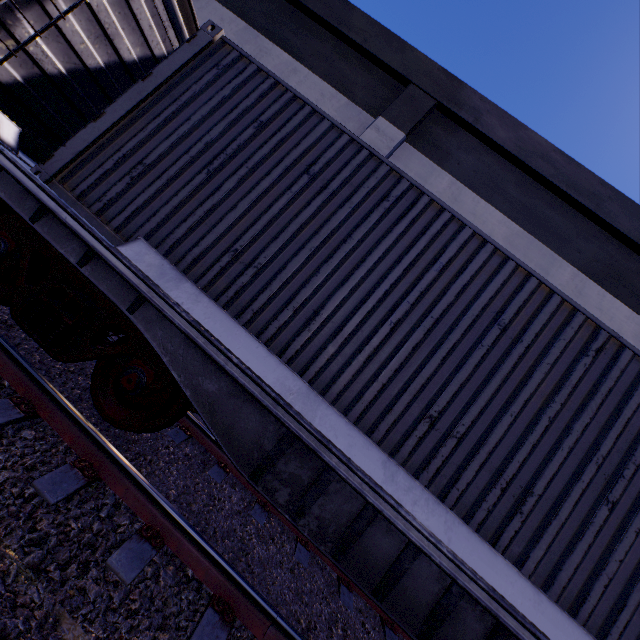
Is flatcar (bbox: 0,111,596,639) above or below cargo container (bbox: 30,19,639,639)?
below

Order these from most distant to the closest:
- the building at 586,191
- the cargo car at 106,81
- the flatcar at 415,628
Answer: the building at 586,191 → the cargo car at 106,81 → the flatcar at 415,628

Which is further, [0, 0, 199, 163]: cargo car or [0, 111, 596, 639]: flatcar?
[0, 0, 199, 163]: cargo car

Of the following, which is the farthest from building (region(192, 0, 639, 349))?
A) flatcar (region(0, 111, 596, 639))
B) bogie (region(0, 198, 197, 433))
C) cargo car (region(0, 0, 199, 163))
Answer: bogie (region(0, 198, 197, 433))

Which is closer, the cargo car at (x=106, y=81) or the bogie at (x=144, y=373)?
the bogie at (x=144, y=373)

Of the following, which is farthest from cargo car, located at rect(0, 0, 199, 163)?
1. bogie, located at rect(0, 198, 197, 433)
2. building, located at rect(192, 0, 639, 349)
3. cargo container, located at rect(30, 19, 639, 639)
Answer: bogie, located at rect(0, 198, 197, 433)

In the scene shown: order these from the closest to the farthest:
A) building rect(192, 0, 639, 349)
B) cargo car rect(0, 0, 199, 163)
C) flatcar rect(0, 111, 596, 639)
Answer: flatcar rect(0, 111, 596, 639) < cargo car rect(0, 0, 199, 163) < building rect(192, 0, 639, 349)

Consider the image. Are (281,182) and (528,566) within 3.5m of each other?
no
